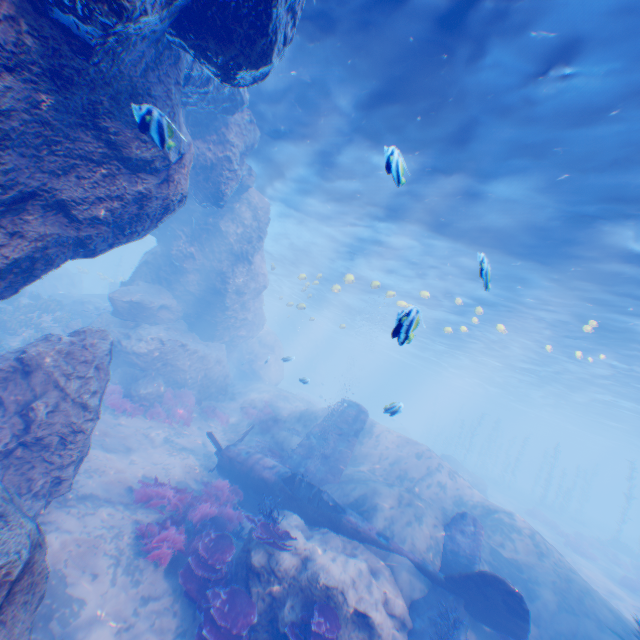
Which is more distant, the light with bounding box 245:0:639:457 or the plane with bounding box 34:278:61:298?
the plane with bounding box 34:278:61:298

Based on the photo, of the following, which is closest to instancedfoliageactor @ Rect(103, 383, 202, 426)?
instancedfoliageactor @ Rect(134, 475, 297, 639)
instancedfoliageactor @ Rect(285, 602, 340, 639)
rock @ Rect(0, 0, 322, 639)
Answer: rock @ Rect(0, 0, 322, 639)

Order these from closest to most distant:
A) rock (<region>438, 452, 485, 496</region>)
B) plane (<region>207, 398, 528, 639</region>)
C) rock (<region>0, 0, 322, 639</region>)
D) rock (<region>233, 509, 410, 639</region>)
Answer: rock (<region>0, 0, 322, 639</region>) < rock (<region>233, 509, 410, 639</region>) < plane (<region>207, 398, 528, 639</region>) < rock (<region>438, 452, 485, 496</region>)

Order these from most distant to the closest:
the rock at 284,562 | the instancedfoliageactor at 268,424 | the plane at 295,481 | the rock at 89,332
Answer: the instancedfoliageactor at 268,424 → the plane at 295,481 → the rock at 284,562 → the rock at 89,332

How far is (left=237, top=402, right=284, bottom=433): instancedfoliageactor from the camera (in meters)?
19.05

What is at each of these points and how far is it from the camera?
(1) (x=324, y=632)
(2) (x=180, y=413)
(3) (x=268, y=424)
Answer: (1) instancedfoliageactor, 6.53m
(2) instancedfoliageactor, 15.89m
(3) instancedfoliageactor, 19.28m

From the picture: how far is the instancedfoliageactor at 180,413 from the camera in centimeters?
1384cm

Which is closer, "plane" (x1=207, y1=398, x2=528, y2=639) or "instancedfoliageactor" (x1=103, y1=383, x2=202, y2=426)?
"plane" (x1=207, y1=398, x2=528, y2=639)
